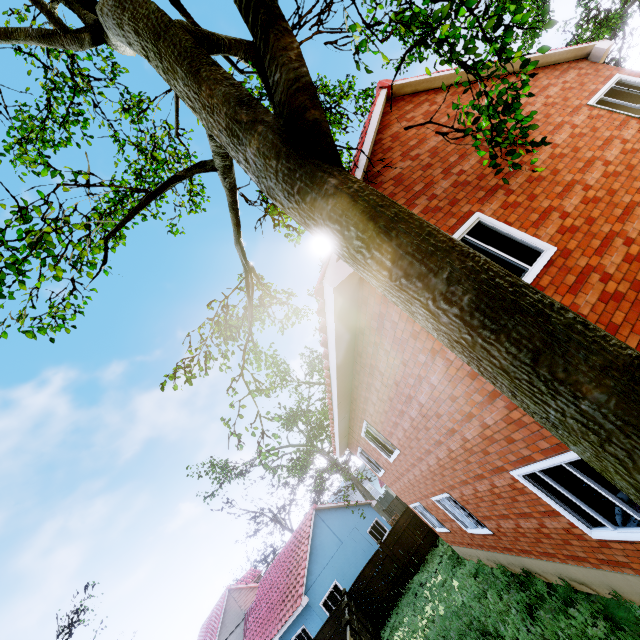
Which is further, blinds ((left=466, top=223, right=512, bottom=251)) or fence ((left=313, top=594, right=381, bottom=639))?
fence ((left=313, top=594, right=381, bottom=639))

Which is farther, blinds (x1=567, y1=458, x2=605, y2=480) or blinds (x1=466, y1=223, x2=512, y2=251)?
blinds (x1=466, y1=223, x2=512, y2=251)

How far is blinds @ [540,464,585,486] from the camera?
4.69m

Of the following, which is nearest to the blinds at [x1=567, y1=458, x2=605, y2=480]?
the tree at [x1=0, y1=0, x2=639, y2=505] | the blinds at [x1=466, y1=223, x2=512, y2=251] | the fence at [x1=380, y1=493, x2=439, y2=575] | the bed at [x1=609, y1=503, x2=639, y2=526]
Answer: the bed at [x1=609, y1=503, x2=639, y2=526]

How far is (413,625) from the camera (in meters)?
12.88

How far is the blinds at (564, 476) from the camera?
4.7m

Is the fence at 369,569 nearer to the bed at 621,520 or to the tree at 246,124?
the tree at 246,124

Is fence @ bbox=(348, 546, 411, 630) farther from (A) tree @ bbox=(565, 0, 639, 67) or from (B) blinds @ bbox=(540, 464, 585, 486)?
(B) blinds @ bbox=(540, 464, 585, 486)
